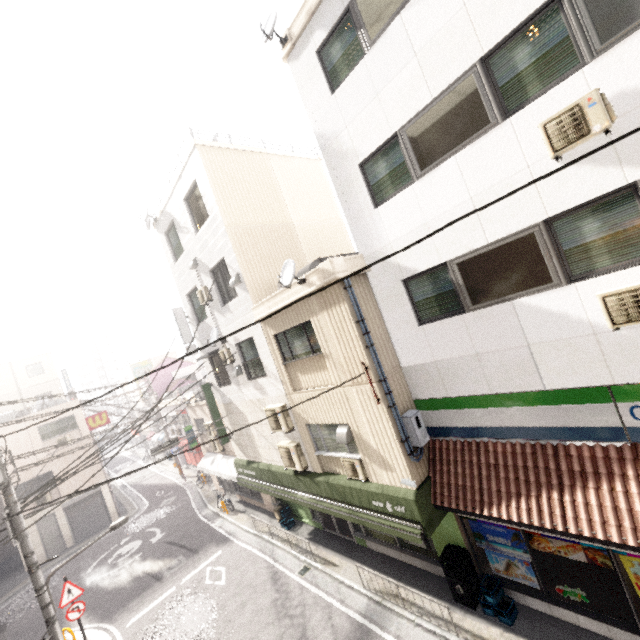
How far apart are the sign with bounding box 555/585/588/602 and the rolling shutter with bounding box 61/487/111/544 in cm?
2613

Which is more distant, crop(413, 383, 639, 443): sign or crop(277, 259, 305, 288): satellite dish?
crop(277, 259, 305, 288): satellite dish

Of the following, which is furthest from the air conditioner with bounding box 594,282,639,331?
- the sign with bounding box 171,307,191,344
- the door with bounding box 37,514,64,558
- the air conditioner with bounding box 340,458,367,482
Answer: the door with bounding box 37,514,64,558

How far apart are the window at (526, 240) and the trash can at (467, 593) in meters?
6.1

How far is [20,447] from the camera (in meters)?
20.56

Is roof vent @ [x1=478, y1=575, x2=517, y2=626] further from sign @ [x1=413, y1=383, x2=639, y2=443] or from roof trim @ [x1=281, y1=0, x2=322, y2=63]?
roof trim @ [x1=281, y1=0, x2=322, y2=63]

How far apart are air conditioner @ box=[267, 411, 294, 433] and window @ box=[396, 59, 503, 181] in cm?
759

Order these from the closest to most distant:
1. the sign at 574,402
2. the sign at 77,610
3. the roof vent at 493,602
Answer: the sign at 574,402 < the roof vent at 493,602 < the sign at 77,610
